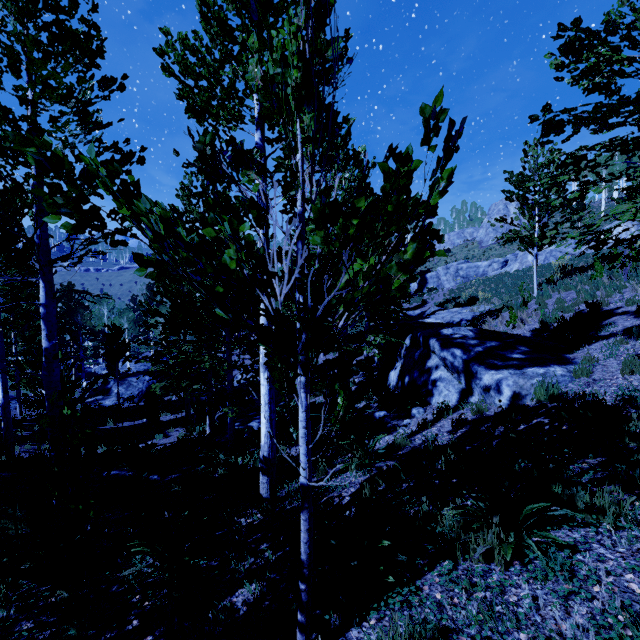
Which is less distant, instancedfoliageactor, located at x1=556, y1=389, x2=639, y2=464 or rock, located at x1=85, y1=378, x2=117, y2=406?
instancedfoliageactor, located at x1=556, y1=389, x2=639, y2=464

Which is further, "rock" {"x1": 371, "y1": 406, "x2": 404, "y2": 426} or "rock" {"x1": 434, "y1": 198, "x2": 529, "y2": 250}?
"rock" {"x1": 434, "y1": 198, "x2": 529, "y2": 250}

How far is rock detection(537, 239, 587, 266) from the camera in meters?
26.4 m

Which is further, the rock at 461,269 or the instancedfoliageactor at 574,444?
the rock at 461,269

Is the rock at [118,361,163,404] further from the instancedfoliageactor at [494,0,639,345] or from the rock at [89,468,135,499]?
the rock at [89,468,135,499]

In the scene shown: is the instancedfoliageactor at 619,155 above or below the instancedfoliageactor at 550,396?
above

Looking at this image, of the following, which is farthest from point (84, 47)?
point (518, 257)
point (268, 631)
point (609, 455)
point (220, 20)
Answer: point (518, 257)
